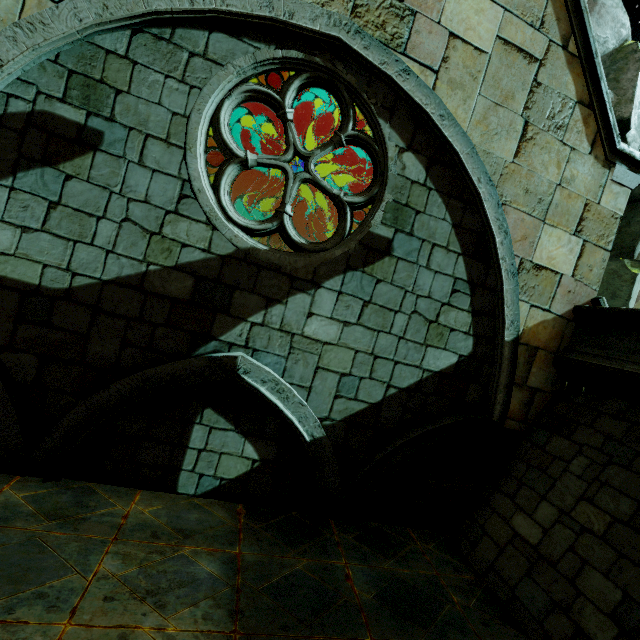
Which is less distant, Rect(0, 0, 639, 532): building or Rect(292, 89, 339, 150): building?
Rect(0, 0, 639, 532): building

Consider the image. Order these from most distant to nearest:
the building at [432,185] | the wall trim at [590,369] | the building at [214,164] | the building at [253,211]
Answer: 1. the building at [253,211]
2. the building at [214,164]
3. the wall trim at [590,369]
4. the building at [432,185]

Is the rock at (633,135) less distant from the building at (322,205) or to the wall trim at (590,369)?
the building at (322,205)

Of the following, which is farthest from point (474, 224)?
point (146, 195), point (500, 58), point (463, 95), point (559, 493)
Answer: point (146, 195)

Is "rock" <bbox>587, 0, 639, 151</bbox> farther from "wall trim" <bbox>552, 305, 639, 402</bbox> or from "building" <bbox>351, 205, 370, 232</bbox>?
"wall trim" <bbox>552, 305, 639, 402</bbox>

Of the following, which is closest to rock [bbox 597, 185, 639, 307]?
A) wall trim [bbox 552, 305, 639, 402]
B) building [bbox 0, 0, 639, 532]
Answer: building [bbox 0, 0, 639, 532]
